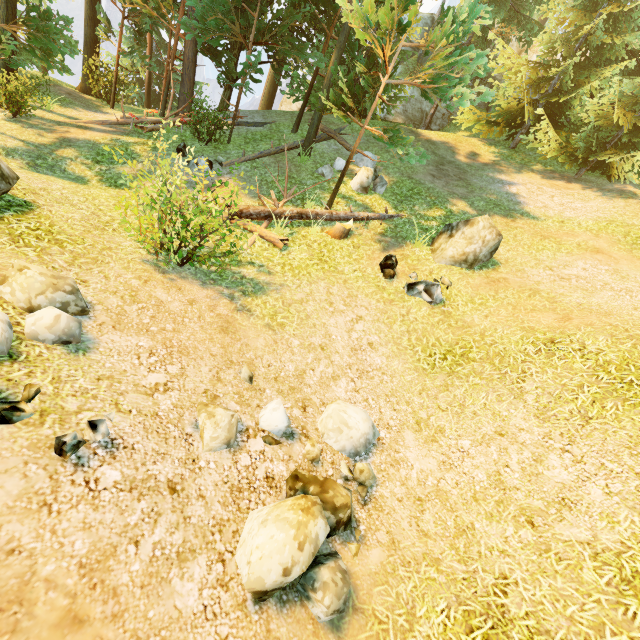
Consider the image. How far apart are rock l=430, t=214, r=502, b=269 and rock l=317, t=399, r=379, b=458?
5.90m

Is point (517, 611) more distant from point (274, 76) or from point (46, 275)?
point (274, 76)

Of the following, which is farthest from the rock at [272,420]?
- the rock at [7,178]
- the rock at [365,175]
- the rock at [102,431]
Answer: the rock at [365,175]

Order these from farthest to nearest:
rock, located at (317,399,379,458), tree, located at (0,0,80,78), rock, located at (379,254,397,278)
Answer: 1. tree, located at (0,0,80,78)
2. rock, located at (379,254,397,278)
3. rock, located at (317,399,379,458)

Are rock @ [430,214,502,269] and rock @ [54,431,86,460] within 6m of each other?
Answer: no

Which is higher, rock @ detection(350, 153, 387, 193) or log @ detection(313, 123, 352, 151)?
log @ detection(313, 123, 352, 151)

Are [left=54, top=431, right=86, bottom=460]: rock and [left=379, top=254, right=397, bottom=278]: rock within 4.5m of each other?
no

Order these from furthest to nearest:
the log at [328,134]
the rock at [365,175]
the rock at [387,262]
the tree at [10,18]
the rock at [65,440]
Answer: the log at [328,134] < the rock at [365,175] < the tree at [10,18] < the rock at [387,262] < the rock at [65,440]
